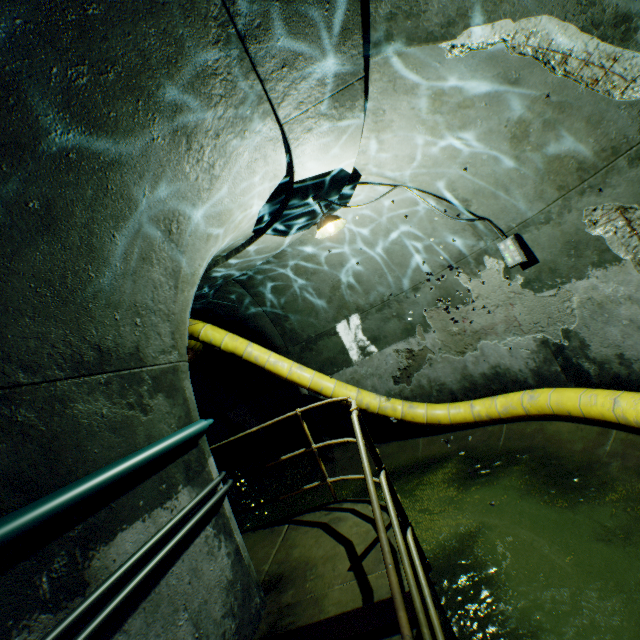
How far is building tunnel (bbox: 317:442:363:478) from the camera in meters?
6.8

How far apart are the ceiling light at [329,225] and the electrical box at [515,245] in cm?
222

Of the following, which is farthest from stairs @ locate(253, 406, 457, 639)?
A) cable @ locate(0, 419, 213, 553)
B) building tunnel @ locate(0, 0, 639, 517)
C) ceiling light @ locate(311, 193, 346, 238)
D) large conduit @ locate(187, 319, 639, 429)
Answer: ceiling light @ locate(311, 193, 346, 238)

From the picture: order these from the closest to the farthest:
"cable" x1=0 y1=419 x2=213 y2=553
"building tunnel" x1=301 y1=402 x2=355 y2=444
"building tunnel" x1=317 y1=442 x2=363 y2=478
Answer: "cable" x1=0 y1=419 x2=213 y2=553 < "building tunnel" x1=317 y1=442 x2=363 y2=478 < "building tunnel" x1=301 y1=402 x2=355 y2=444

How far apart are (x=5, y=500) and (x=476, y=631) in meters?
3.6

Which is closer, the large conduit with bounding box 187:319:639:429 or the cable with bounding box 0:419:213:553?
the cable with bounding box 0:419:213:553

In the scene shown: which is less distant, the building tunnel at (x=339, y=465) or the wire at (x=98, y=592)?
the wire at (x=98, y=592)

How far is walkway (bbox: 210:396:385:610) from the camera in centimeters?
275cm
